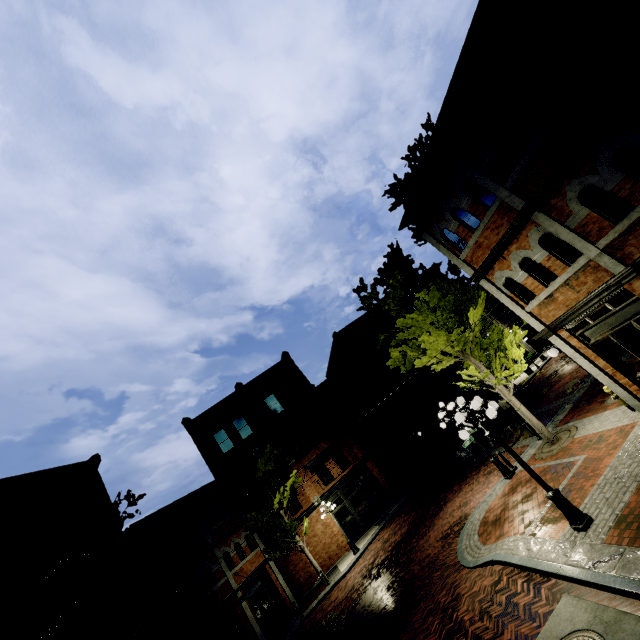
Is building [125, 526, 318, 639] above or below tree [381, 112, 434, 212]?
below

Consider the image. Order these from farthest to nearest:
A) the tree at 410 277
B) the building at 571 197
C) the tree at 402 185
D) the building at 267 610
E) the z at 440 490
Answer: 1. the tree at 402 185
2. the building at 267 610
3. the tree at 410 277
4. the z at 440 490
5. the building at 571 197

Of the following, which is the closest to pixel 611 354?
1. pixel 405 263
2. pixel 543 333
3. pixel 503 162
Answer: pixel 543 333

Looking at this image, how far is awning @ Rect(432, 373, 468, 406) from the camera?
26.5m

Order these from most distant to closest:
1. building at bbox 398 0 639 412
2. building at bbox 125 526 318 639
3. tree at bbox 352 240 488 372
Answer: building at bbox 125 526 318 639 < tree at bbox 352 240 488 372 < building at bbox 398 0 639 412

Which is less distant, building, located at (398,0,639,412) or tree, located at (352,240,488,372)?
building, located at (398,0,639,412)

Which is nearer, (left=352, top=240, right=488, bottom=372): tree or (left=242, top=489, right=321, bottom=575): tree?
(left=352, top=240, right=488, bottom=372): tree

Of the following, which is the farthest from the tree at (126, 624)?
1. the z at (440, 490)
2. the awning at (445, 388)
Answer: the awning at (445, 388)
